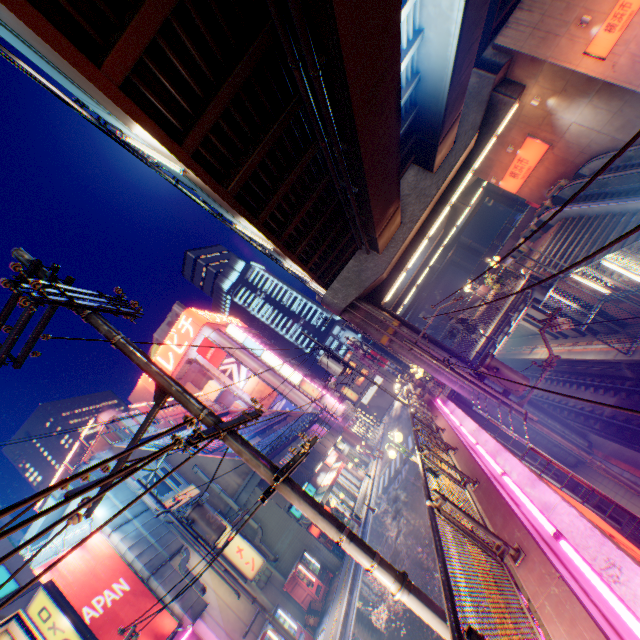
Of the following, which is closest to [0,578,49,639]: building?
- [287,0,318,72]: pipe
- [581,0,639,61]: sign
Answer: [287,0,318,72]: pipe

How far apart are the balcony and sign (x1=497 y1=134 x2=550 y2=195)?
27.5 meters

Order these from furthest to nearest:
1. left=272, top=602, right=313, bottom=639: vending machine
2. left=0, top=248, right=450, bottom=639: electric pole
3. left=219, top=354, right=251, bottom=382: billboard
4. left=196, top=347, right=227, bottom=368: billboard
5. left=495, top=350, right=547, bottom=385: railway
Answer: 1. left=196, top=347, right=227, bottom=368: billboard
2. left=219, top=354, right=251, bottom=382: billboard
3. left=495, top=350, right=547, bottom=385: railway
4. left=272, top=602, right=313, bottom=639: vending machine
5. left=0, top=248, right=450, bottom=639: electric pole

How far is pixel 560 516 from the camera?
5.2 meters

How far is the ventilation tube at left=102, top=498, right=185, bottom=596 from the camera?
13.16m

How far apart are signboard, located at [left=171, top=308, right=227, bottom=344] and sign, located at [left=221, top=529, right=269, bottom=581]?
32.9m

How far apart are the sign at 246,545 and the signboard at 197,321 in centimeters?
3292cm

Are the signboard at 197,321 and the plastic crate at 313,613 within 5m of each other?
no
